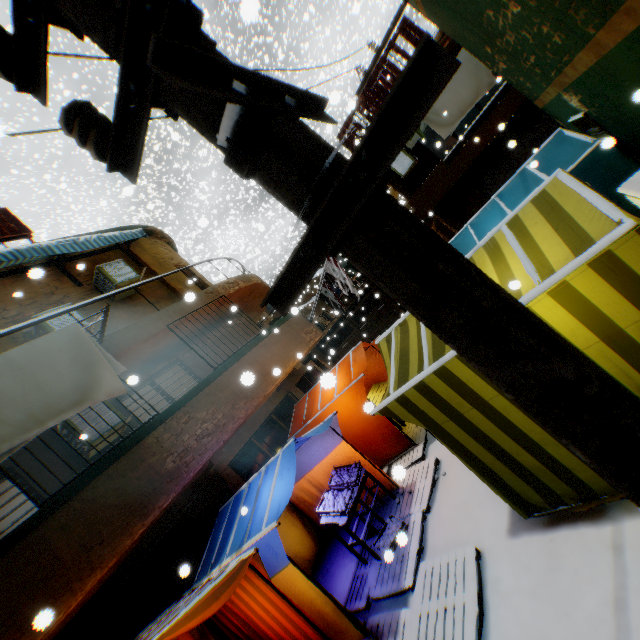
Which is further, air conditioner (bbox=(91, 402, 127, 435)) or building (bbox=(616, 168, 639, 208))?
air conditioner (bbox=(91, 402, 127, 435))

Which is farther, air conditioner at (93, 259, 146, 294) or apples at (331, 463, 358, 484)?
air conditioner at (93, 259, 146, 294)

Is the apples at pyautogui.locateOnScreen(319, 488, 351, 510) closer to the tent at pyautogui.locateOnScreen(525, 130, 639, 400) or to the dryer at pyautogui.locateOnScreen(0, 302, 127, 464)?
the tent at pyautogui.locateOnScreen(525, 130, 639, 400)

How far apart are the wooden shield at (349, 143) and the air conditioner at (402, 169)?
0.6m

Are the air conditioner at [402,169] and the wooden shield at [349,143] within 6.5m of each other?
yes

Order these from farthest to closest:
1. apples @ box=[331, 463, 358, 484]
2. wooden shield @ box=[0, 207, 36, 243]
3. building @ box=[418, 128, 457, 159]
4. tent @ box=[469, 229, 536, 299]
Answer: building @ box=[418, 128, 457, 159] → wooden shield @ box=[0, 207, 36, 243] → apples @ box=[331, 463, 358, 484] → tent @ box=[469, 229, 536, 299]

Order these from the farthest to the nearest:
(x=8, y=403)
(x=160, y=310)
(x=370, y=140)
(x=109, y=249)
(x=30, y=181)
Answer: (x=30, y=181) → (x=109, y=249) → (x=160, y=310) → (x=8, y=403) → (x=370, y=140)

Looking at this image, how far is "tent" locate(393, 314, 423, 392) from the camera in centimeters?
397cm
